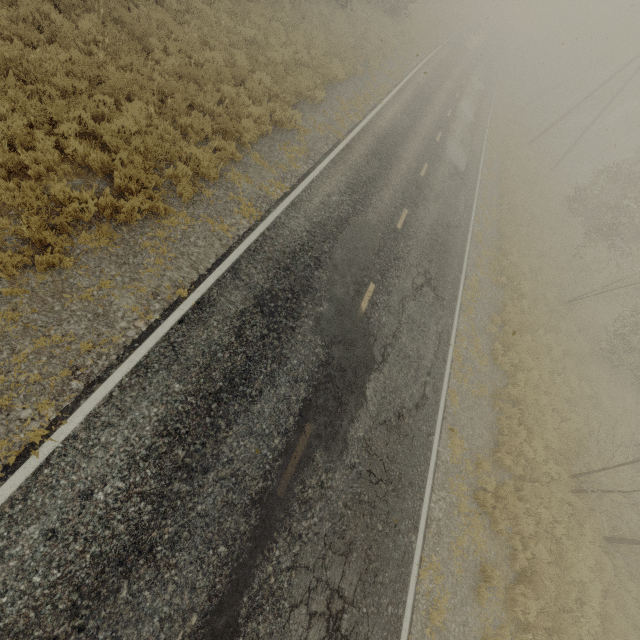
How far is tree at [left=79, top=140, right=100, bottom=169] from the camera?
7.0m

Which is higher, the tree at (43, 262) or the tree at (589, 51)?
the tree at (589, 51)

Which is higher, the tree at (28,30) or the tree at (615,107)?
the tree at (615,107)

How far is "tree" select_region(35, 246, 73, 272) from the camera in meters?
5.7

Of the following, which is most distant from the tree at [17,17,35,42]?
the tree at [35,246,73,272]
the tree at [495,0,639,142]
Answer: the tree at [495,0,639,142]

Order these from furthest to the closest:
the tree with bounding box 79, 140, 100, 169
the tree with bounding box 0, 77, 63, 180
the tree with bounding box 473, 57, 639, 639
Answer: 1. the tree with bounding box 473, 57, 639, 639
2. the tree with bounding box 79, 140, 100, 169
3. the tree with bounding box 0, 77, 63, 180

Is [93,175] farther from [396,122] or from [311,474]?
[396,122]
